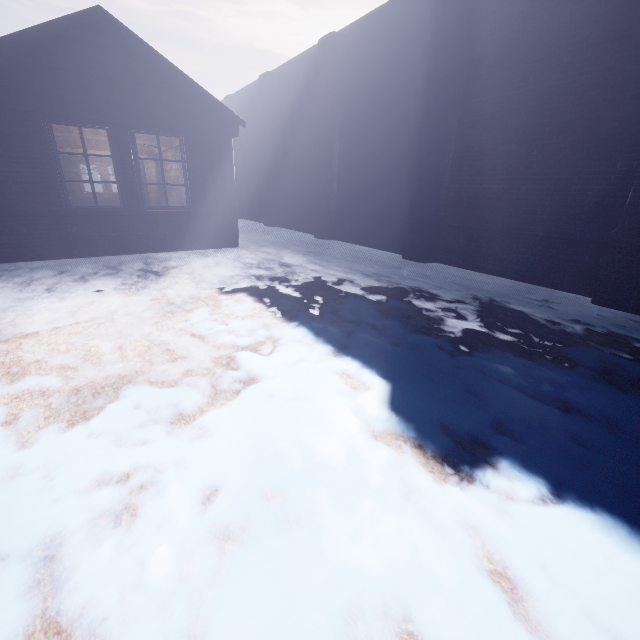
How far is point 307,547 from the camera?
1.14m
